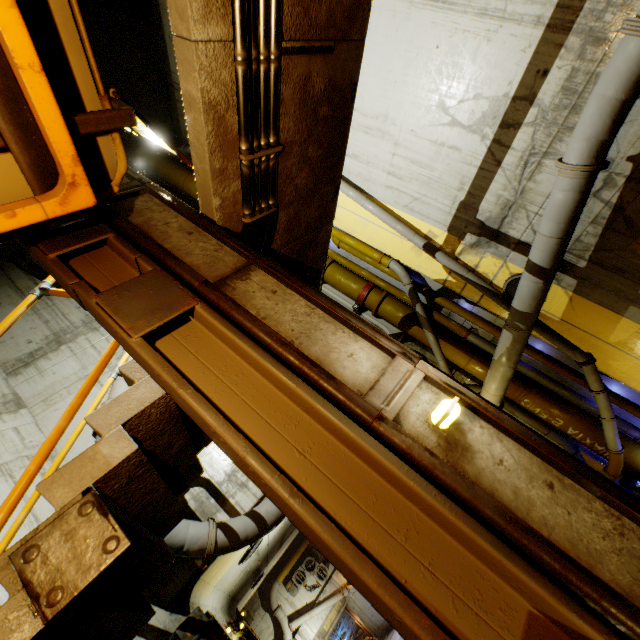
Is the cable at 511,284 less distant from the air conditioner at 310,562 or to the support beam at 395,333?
the support beam at 395,333

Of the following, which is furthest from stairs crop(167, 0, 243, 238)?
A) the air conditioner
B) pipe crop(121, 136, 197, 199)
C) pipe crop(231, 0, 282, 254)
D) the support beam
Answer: the air conditioner

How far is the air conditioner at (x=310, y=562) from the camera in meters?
19.4

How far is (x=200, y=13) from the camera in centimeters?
197cm

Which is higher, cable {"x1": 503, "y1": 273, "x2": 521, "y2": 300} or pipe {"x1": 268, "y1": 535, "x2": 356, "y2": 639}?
cable {"x1": 503, "y1": 273, "x2": 521, "y2": 300}

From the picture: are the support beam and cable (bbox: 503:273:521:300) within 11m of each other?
yes

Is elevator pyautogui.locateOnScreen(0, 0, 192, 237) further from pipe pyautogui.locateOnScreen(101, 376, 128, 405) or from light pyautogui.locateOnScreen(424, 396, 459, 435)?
light pyautogui.locateOnScreen(424, 396, 459, 435)

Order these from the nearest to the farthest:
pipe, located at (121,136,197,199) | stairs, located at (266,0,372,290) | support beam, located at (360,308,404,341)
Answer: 1. stairs, located at (266,0,372,290)
2. support beam, located at (360,308,404,341)
3. pipe, located at (121,136,197,199)
